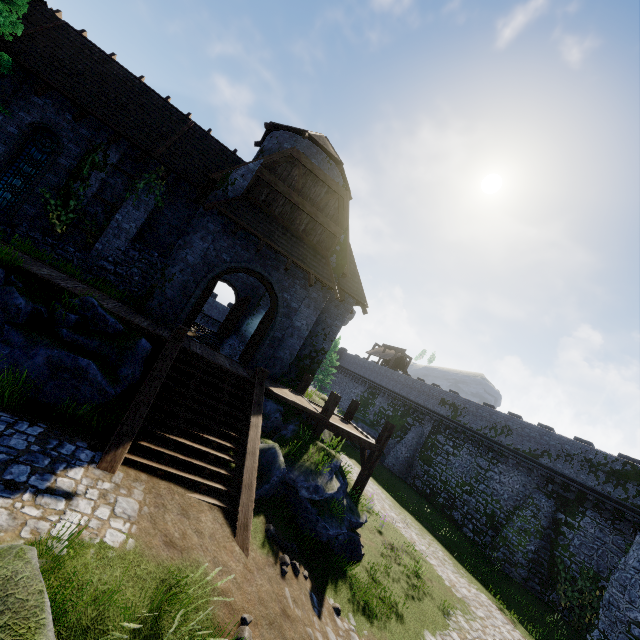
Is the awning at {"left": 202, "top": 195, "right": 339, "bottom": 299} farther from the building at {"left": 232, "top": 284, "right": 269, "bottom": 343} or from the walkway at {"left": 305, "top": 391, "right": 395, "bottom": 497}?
the walkway at {"left": 305, "top": 391, "right": 395, "bottom": 497}

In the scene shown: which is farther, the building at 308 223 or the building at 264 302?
the building at 264 302

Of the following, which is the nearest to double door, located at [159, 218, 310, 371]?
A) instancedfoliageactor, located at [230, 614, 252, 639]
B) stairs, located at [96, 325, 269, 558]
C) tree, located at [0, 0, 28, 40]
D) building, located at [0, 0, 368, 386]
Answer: building, located at [0, 0, 368, 386]

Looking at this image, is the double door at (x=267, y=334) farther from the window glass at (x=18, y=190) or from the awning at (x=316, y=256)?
the window glass at (x=18, y=190)

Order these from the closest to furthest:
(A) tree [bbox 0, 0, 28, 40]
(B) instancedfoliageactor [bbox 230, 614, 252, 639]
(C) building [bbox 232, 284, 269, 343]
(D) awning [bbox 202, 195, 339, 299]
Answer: (B) instancedfoliageactor [bbox 230, 614, 252, 639] → (A) tree [bbox 0, 0, 28, 40] → (D) awning [bbox 202, 195, 339, 299] → (C) building [bbox 232, 284, 269, 343]

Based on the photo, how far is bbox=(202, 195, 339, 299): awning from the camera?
12.16m

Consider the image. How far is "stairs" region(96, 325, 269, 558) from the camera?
6.8m

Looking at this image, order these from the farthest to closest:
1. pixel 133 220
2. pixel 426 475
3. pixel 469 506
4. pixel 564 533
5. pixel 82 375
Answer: pixel 426 475, pixel 469 506, pixel 564 533, pixel 133 220, pixel 82 375
